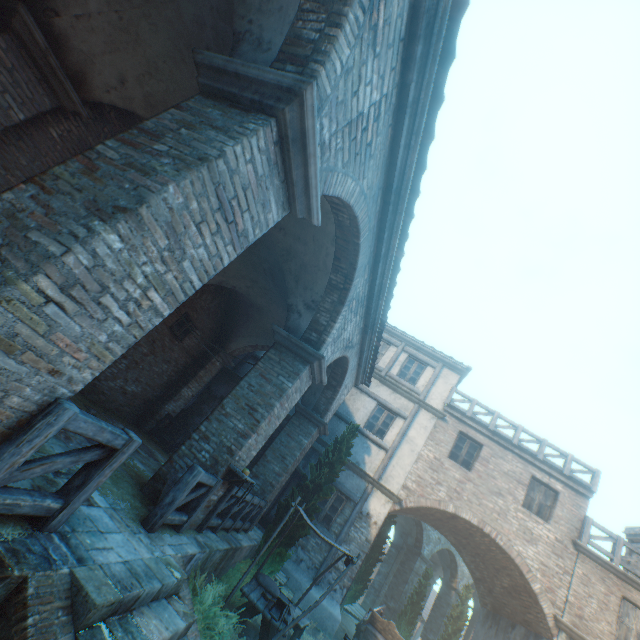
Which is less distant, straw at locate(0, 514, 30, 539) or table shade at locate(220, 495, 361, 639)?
straw at locate(0, 514, 30, 539)

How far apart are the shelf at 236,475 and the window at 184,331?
5.93m

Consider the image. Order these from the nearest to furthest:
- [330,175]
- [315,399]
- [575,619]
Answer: [330,175], [575,619], [315,399]

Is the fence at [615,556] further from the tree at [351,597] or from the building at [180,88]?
the tree at [351,597]

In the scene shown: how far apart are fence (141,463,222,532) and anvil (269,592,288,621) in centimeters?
233cm

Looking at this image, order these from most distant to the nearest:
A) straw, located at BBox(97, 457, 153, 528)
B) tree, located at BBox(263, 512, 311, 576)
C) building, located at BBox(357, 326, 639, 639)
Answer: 1. building, located at BBox(357, 326, 639, 639)
2. tree, located at BBox(263, 512, 311, 576)
3. straw, located at BBox(97, 457, 153, 528)

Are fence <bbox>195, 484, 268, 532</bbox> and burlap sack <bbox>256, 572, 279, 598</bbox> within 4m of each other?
yes

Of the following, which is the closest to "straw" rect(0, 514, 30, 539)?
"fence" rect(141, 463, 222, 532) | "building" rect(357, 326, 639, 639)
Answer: "building" rect(357, 326, 639, 639)
